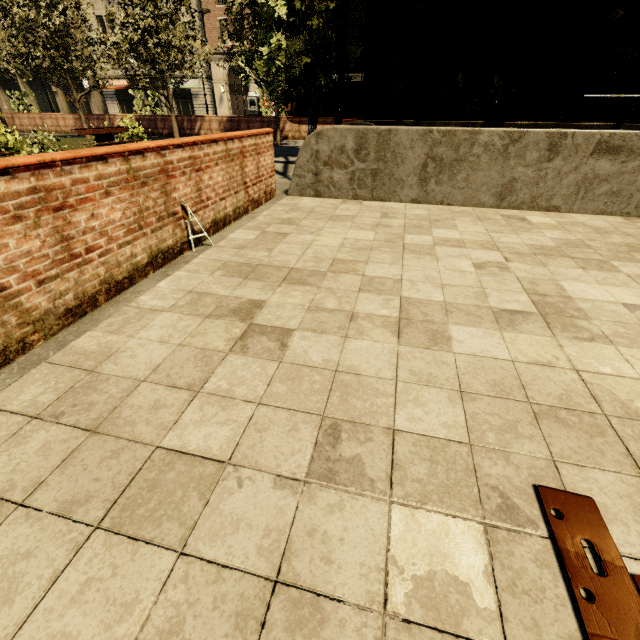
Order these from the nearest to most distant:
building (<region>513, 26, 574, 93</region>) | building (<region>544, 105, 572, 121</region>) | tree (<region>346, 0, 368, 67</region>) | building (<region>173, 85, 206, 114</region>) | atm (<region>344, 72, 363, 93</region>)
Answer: tree (<region>346, 0, 368, 67</region>), atm (<region>344, 72, 363, 93</region>), building (<region>513, 26, 574, 93</region>), building (<region>544, 105, 572, 121</region>), building (<region>173, 85, 206, 114</region>)

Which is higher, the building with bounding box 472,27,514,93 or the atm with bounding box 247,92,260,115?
the building with bounding box 472,27,514,93

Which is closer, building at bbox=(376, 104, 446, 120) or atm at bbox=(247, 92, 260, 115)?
building at bbox=(376, 104, 446, 120)

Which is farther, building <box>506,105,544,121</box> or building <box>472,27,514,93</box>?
building <box>506,105,544,121</box>

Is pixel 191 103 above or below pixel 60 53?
below

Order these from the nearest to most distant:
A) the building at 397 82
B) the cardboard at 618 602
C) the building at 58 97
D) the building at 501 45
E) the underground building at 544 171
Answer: the cardboard at 618 602
the underground building at 544 171
the building at 501 45
the building at 397 82
the building at 58 97

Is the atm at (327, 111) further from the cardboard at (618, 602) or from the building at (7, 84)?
the cardboard at (618, 602)

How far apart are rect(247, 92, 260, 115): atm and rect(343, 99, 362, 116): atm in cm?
2104
